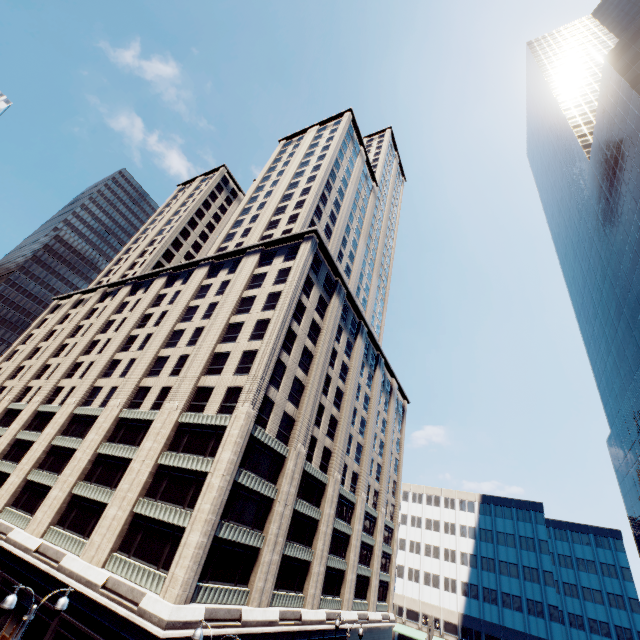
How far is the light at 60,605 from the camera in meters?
12.0

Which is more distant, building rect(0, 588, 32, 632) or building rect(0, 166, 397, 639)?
building rect(0, 588, 32, 632)

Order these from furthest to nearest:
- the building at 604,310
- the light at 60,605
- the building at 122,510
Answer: the building at 604,310, the building at 122,510, the light at 60,605

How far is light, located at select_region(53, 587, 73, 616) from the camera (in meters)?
12.02

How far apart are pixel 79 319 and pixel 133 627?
55.5 meters

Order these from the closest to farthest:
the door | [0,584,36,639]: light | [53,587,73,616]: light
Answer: [0,584,36,639]: light < [53,587,73,616]: light < the door

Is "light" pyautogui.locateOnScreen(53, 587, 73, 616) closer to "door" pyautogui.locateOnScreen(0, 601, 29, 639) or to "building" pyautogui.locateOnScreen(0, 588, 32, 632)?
"building" pyautogui.locateOnScreen(0, 588, 32, 632)
